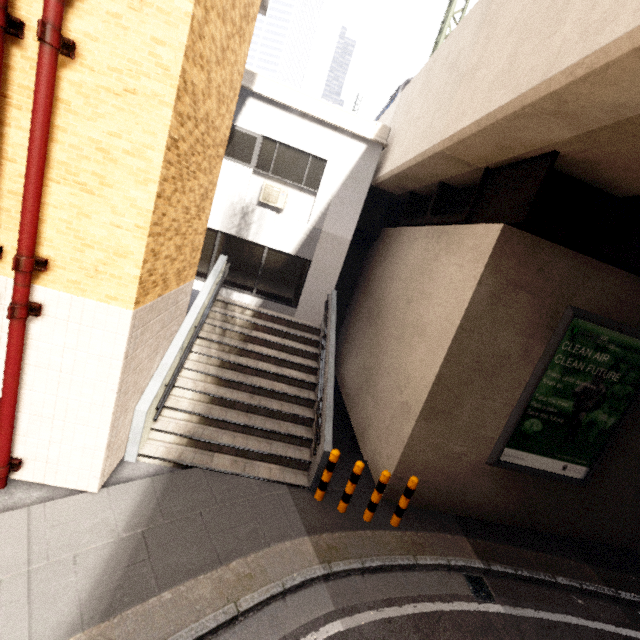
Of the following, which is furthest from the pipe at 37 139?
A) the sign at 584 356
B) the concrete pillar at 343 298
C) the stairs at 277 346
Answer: the concrete pillar at 343 298

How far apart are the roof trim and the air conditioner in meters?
2.9

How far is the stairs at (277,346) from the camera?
6.2m

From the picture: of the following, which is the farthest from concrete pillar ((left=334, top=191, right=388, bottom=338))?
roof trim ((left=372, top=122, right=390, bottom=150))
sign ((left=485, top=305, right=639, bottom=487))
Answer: sign ((left=485, top=305, right=639, bottom=487))

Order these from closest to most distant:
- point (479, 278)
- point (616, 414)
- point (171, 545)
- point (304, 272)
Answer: point (171, 545), point (479, 278), point (616, 414), point (304, 272)

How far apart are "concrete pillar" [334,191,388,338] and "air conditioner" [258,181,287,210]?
3.3m

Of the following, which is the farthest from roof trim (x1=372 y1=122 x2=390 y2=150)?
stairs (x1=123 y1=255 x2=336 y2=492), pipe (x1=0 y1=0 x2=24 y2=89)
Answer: pipe (x1=0 y1=0 x2=24 y2=89)

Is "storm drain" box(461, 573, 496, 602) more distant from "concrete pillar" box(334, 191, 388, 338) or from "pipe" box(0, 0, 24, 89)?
"concrete pillar" box(334, 191, 388, 338)
